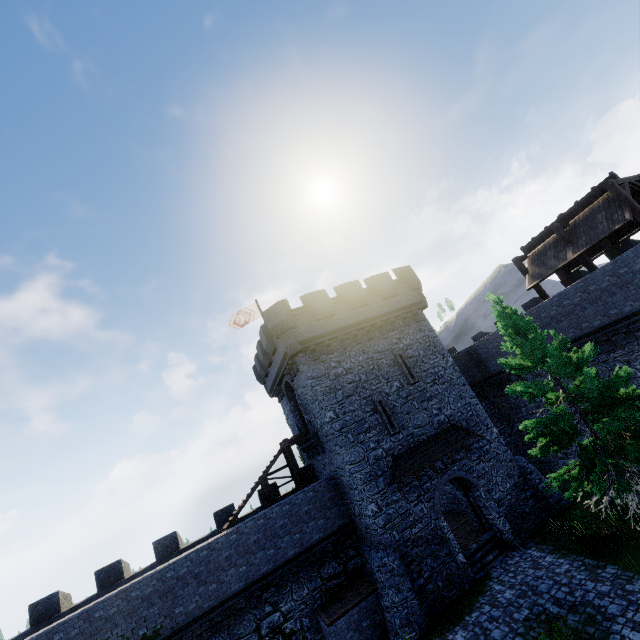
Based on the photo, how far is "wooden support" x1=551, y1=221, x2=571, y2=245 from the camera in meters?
17.8

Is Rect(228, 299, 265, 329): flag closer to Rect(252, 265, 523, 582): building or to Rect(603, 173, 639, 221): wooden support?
Rect(252, 265, 523, 582): building

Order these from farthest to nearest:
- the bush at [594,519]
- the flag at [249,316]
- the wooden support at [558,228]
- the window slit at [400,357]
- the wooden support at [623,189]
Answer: the flag at [249,316]
the window slit at [400,357]
the wooden support at [558,228]
the wooden support at [623,189]
the bush at [594,519]

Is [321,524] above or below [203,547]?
below

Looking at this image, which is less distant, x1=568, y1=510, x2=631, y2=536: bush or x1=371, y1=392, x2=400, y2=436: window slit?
x1=568, y1=510, x2=631, y2=536: bush

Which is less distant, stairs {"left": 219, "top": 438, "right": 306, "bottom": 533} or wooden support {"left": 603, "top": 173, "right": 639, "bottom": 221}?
wooden support {"left": 603, "top": 173, "right": 639, "bottom": 221}

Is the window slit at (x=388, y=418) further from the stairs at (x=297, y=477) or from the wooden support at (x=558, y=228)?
the wooden support at (x=558, y=228)

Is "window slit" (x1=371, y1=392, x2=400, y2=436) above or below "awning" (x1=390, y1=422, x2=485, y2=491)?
above
